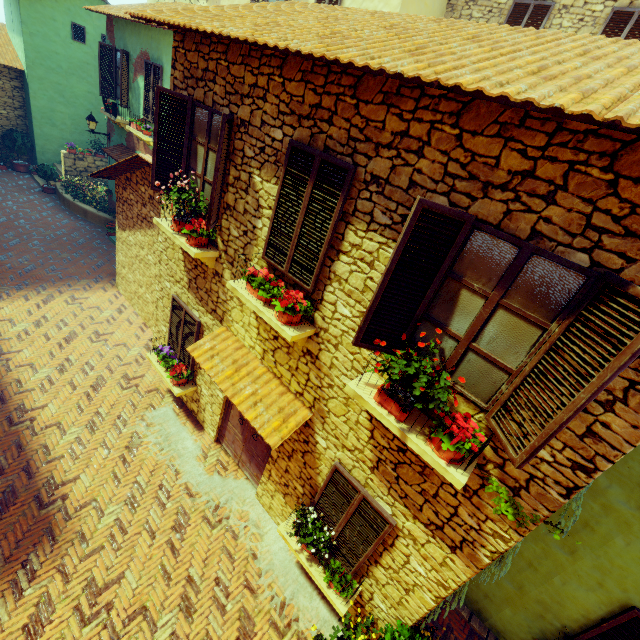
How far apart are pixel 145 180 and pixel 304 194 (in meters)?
6.21

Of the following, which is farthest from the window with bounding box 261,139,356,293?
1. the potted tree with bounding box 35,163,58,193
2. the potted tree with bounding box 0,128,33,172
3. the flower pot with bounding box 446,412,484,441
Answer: the potted tree with bounding box 35,163,58,193

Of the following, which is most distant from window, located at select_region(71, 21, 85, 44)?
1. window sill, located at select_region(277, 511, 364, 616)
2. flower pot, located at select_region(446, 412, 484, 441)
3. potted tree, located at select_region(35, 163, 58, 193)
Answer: potted tree, located at select_region(35, 163, 58, 193)

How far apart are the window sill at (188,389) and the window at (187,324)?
0.1m

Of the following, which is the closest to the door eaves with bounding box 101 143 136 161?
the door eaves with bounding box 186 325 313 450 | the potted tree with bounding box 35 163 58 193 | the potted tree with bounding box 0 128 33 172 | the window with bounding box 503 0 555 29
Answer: the window with bounding box 503 0 555 29

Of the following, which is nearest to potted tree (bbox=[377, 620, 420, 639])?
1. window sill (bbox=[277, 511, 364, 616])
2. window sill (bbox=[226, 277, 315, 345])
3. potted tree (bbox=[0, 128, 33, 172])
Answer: window sill (bbox=[277, 511, 364, 616])

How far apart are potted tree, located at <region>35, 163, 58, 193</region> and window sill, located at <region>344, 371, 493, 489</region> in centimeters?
1910cm

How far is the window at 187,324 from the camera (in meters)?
6.77
